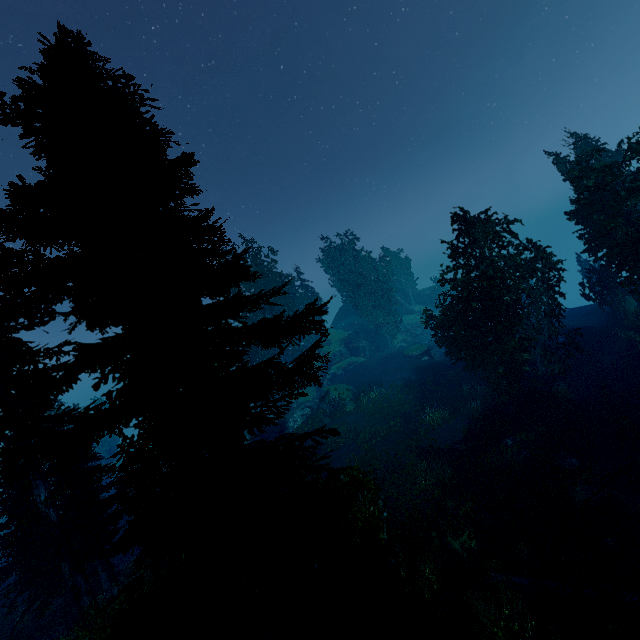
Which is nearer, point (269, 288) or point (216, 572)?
point (216, 572)

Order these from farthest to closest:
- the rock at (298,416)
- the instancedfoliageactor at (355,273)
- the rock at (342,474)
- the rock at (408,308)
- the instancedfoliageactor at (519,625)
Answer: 1. the instancedfoliageactor at (355,273)
2. the rock at (408,308)
3. the rock at (298,416)
4. the rock at (342,474)
5. the instancedfoliageactor at (519,625)

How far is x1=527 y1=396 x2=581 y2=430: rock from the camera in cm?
1845

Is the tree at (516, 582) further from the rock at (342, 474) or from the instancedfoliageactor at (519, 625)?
the rock at (342, 474)

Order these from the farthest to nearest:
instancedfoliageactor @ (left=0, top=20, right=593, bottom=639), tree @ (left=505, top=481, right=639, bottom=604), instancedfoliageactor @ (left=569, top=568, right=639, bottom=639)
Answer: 1. tree @ (left=505, top=481, right=639, bottom=604)
2. instancedfoliageactor @ (left=569, top=568, right=639, bottom=639)
3. instancedfoliageactor @ (left=0, top=20, right=593, bottom=639)

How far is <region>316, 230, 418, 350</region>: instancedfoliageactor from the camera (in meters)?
47.03

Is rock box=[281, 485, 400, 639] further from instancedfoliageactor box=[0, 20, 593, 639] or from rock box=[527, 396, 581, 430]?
rock box=[527, 396, 581, 430]

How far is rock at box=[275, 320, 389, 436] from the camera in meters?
34.4 m
